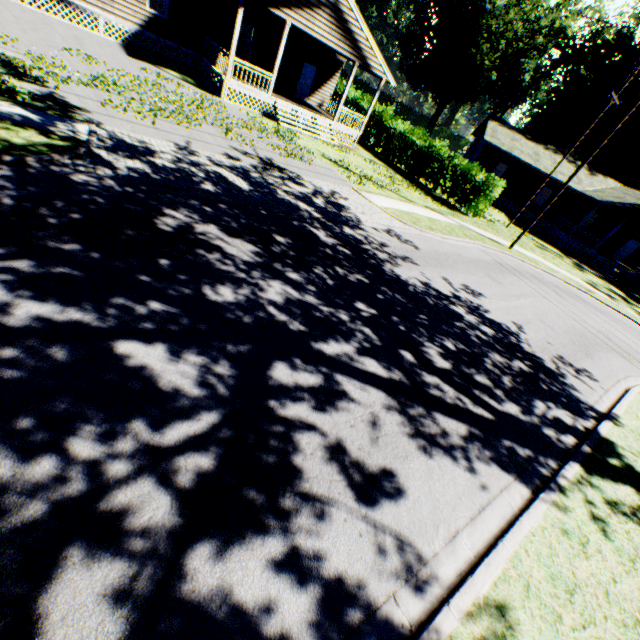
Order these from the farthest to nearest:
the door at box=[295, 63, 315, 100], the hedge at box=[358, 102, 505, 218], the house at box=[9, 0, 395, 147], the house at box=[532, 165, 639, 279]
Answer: the house at box=[532, 165, 639, 279] → the door at box=[295, 63, 315, 100] → the hedge at box=[358, 102, 505, 218] → the house at box=[9, 0, 395, 147]

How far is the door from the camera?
23.1 meters

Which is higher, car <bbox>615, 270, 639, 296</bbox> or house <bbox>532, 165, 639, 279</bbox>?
house <bbox>532, 165, 639, 279</bbox>

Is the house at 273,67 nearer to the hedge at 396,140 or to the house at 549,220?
the hedge at 396,140

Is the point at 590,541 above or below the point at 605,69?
below

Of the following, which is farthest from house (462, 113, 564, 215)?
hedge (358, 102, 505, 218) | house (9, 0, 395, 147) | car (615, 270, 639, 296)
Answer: house (9, 0, 395, 147)

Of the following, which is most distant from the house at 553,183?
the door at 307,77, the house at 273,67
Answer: the door at 307,77
